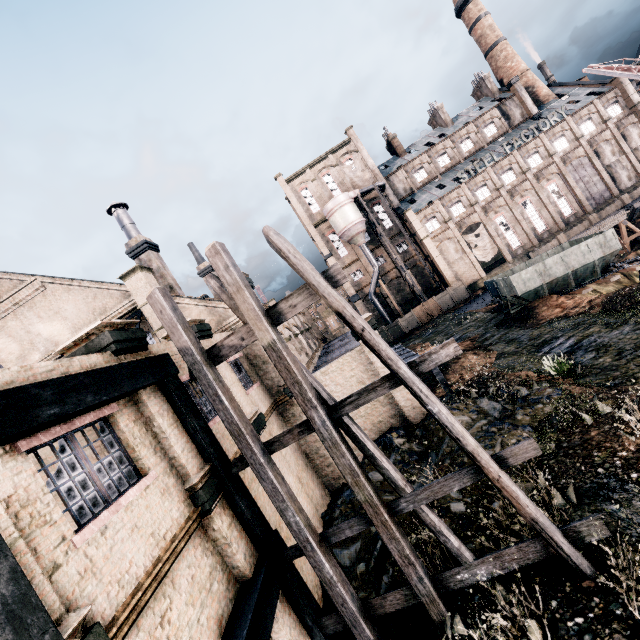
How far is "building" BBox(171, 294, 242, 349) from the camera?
12.9m

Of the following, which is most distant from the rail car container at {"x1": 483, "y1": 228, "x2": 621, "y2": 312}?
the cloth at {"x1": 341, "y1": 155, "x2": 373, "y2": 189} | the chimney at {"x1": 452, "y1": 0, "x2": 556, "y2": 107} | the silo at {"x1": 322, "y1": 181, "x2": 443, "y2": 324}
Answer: the chimney at {"x1": 452, "y1": 0, "x2": 556, "y2": 107}

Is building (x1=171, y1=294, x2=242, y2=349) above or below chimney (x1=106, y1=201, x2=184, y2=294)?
below

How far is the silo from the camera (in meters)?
49.38

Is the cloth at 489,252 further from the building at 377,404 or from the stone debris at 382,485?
the stone debris at 382,485

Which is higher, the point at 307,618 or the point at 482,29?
the point at 482,29

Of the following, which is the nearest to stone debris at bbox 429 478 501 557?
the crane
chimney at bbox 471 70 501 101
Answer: the crane

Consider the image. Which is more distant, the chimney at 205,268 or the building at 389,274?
the building at 389,274
